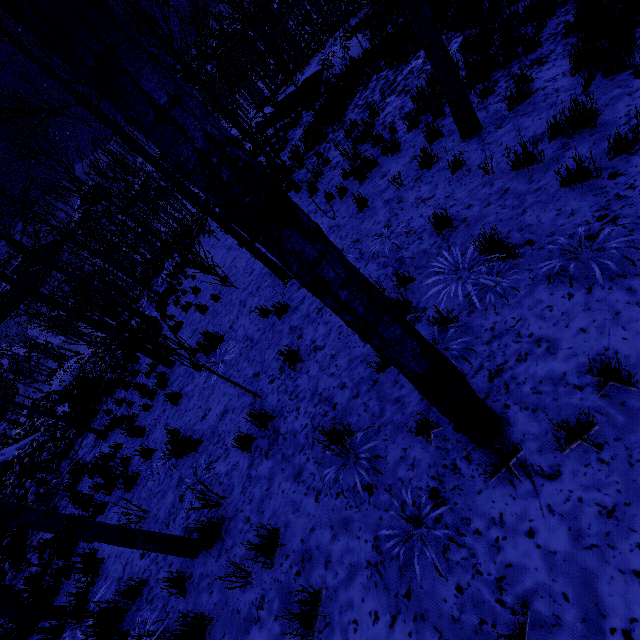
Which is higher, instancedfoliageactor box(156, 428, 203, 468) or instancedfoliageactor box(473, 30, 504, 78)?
instancedfoliageactor box(156, 428, 203, 468)

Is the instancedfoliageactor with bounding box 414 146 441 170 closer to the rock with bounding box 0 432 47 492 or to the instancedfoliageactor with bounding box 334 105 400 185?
the instancedfoliageactor with bounding box 334 105 400 185

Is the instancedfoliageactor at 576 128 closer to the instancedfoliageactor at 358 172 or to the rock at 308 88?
the instancedfoliageactor at 358 172

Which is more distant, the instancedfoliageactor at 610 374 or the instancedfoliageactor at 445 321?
the instancedfoliageactor at 445 321

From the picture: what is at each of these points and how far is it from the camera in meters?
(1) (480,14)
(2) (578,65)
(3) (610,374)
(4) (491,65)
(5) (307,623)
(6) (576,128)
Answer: (1) instancedfoliageactor, 8.0 m
(2) instancedfoliageactor, 4.5 m
(3) instancedfoliageactor, 2.2 m
(4) instancedfoliageactor, 6.2 m
(5) instancedfoliageactor, 2.5 m
(6) instancedfoliageactor, 3.8 m

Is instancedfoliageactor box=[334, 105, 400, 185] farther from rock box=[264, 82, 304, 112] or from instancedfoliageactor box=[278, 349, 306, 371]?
rock box=[264, 82, 304, 112]

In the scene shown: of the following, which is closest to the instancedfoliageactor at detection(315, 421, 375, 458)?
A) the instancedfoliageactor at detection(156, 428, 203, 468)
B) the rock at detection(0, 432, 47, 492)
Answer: the instancedfoliageactor at detection(156, 428, 203, 468)

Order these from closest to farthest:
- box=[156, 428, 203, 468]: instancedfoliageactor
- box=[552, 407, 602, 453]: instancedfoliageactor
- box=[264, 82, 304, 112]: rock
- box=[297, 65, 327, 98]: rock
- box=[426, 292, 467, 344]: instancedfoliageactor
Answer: box=[552, 407, 602, 453]: instancedfoliageactor < box=[426, 292, 467, 344]: instancedfoliageactor < box=[156, 428, 203, 468]: instancedfoliageactor < box=[297, 65, 327, 98]: rock < box=[264, 82, 304, 112]: rock
